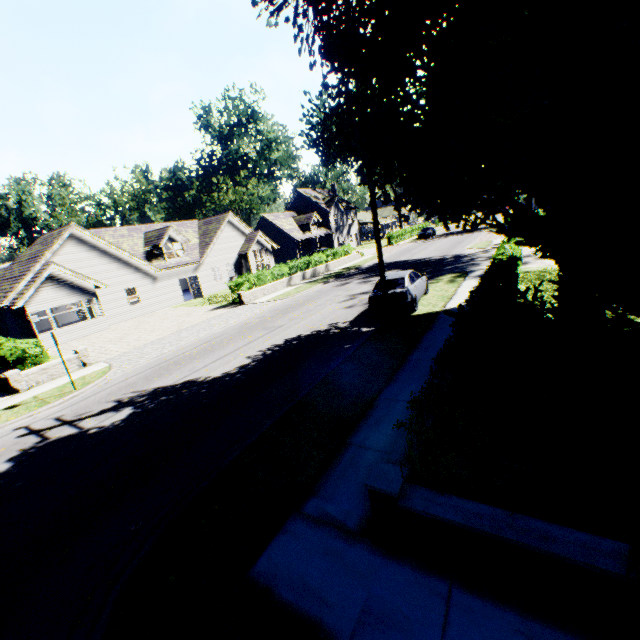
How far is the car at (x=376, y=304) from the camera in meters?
13.6 m

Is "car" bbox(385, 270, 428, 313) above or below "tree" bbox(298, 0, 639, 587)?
below

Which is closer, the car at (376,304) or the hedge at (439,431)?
the hedge at (439,431)

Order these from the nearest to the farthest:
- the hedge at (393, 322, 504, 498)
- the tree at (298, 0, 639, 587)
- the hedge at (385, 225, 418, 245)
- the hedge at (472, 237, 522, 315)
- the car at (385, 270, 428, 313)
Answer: the tree at (298, 0, 639, 587) → the hedge at (393, 322, 504, 498) → the hedge at (472, 237, 522, 315) → the car at (385, 270, 428, 313) → the hedge at (385, 225, 418, 245)

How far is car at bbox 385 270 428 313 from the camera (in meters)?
13.26

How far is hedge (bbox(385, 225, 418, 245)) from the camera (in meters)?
48.88

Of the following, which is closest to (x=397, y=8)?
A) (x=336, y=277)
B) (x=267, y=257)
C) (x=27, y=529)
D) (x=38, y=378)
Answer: (x=27, y=529)
